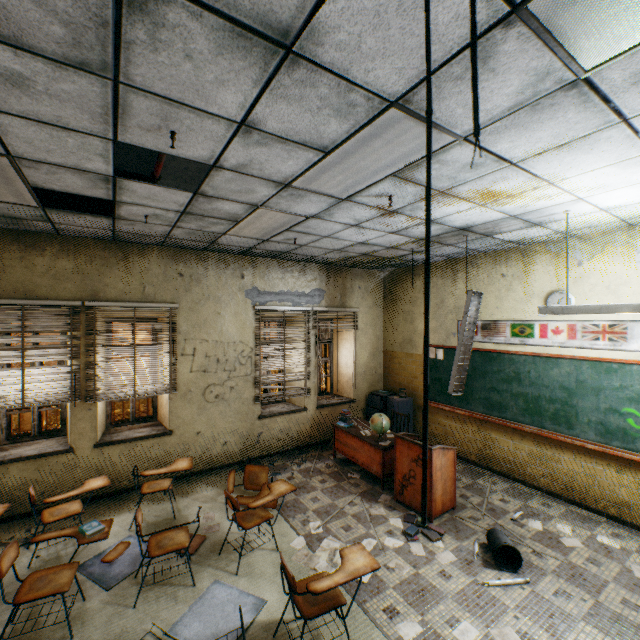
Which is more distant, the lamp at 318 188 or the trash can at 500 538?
the trash can at 500 538

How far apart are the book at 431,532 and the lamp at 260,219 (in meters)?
4.14

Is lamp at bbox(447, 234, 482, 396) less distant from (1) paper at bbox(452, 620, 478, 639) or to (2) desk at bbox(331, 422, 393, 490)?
(2) desk at bbox(331, 422, 393, 490)

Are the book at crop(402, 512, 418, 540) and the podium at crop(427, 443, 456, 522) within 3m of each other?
yes

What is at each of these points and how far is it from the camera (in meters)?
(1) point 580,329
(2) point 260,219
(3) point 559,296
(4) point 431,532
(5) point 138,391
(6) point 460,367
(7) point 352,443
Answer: (1) banner, 4.70
(2) lamp, 3.96
(3) clock, 4.86
(4) book, 4.10
(5) blinds, 5.18
(6) lamp, 4.68
(7) desk, 5.88

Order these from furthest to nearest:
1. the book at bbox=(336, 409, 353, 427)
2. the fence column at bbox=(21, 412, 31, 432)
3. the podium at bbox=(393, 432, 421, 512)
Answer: the fence column at bbox=(21, 412, 31, 432) → the book at bbox=(336, 409, 353, 427) → the podium at bbox=(393, 432, 421, 512)

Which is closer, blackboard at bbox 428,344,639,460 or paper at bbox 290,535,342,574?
paper at bbox 290,535,342,574

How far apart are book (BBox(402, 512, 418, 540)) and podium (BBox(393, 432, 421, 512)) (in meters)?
0.08
